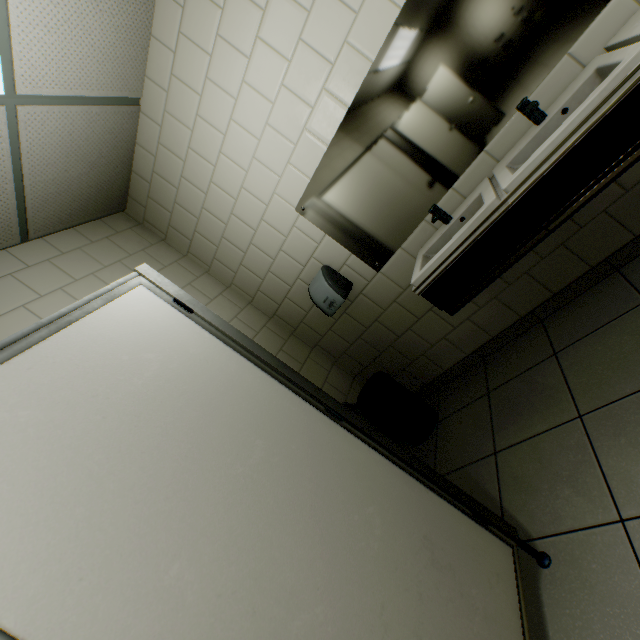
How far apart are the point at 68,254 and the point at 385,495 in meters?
2.7 m

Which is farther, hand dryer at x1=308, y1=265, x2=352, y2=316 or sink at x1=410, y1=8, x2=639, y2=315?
hand dryer at x1=308, y1=265, x2=352, y2=316

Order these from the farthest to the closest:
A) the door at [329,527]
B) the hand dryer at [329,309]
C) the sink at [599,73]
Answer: the hand dryer at [329,309], the sink at [599,73], the door at [329,527]

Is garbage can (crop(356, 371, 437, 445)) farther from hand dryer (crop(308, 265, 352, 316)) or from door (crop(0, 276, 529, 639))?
door (crop(0, 276, 529, 639))

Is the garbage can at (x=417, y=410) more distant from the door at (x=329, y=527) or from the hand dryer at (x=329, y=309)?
the door at (x=329, y=527)

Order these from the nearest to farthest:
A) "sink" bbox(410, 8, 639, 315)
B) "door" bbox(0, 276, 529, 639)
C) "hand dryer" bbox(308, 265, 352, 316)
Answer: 1. "door" bbox(0, 276, 529, 639)
2. "sink" bbox(410, 8, 639, 315)
3. "hand dryer" bbox(308, 265, 352, 316)

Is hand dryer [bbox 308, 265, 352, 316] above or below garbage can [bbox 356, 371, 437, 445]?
above

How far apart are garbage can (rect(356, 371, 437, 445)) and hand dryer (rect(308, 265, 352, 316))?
0.7m
